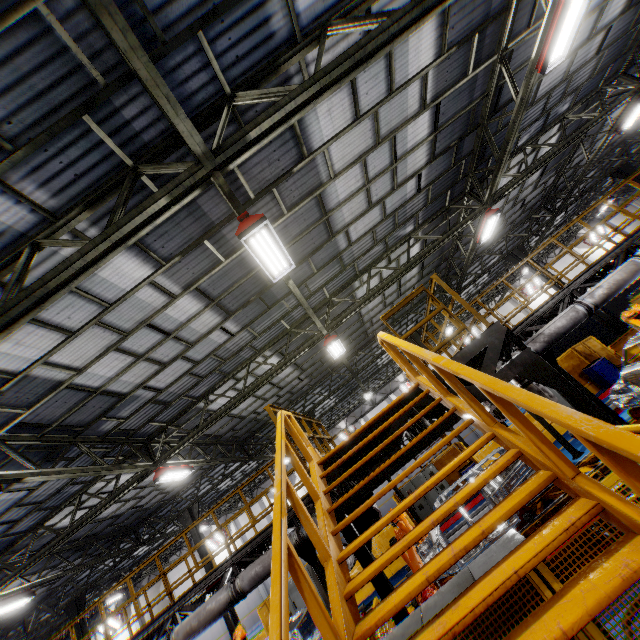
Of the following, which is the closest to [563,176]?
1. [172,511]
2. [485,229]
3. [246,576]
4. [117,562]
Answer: [485,229]

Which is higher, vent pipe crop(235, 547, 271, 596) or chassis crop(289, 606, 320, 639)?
vent pipe crop(235, 547, 271, 596)

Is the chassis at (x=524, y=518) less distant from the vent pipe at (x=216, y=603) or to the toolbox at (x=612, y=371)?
the vent pipe at (x=216, y=603)

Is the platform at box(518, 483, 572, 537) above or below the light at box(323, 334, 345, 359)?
below

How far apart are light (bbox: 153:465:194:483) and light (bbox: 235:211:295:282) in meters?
8.6 m

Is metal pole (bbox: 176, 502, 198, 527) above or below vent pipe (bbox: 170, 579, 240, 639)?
above

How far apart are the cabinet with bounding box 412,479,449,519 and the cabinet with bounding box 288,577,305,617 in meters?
5.9

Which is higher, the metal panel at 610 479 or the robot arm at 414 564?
the metal panel at 610 479
